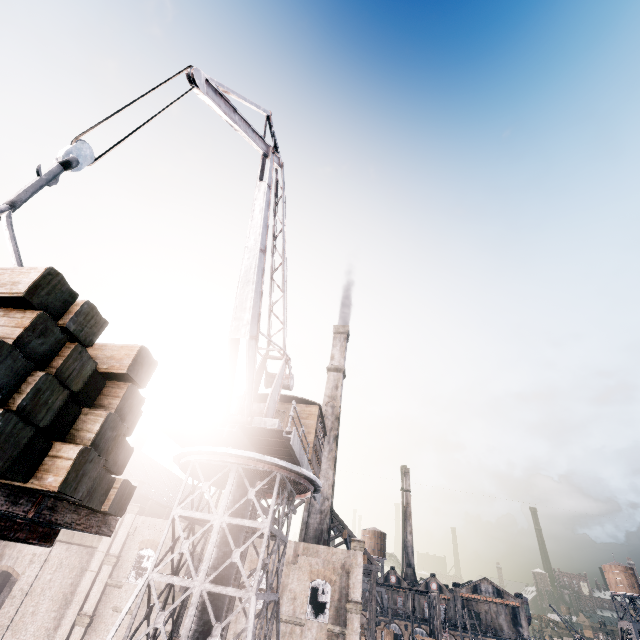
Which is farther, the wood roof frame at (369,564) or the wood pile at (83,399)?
the wood roof frame at (369,564)

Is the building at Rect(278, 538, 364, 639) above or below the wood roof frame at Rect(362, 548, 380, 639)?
below

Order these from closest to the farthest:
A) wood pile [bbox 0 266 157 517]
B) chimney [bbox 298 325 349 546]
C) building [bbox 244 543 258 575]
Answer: wood pile [bbox 0 266 157 517] < building [bbox 244 543 258 575] < chimney [bbox 298 325 349 546]

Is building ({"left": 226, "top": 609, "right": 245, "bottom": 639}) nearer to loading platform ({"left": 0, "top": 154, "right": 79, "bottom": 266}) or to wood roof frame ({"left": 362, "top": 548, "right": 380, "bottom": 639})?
wood roof frame ({"left": 362, "top": 548, "right": 380, "bottom": 639})

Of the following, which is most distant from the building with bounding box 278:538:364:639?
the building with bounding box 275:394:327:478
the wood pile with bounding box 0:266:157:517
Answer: the wood pile with bounding box 0:266:157:517

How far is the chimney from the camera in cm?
3575

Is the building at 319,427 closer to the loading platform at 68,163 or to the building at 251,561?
the loading platform at 68,163

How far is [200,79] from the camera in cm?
946
